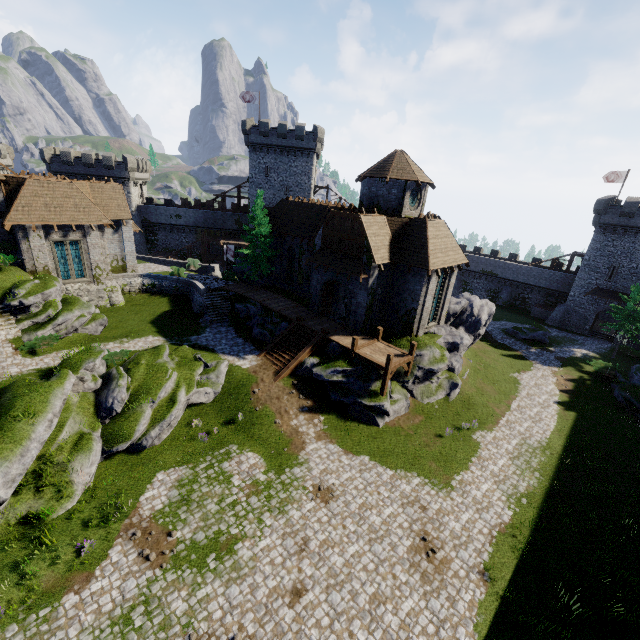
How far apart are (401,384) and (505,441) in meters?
7.7 m

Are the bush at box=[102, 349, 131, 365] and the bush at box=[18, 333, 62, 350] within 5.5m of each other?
yes

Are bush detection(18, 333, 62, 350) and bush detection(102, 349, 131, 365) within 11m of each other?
yes

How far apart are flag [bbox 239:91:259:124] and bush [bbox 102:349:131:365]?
39.99m

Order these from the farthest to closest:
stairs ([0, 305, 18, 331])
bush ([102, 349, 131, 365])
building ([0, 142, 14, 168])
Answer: building ([0, 142, 14, 168]) → stairs ([0, 305, 18, 331]) → bush ([102, 349, 131, 365])

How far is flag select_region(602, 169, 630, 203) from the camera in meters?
41.8 m

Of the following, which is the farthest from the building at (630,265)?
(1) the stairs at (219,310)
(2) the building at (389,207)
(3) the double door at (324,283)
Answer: (1) the stairs at (219,310)

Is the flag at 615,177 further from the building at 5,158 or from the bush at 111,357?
the building at 5,158
